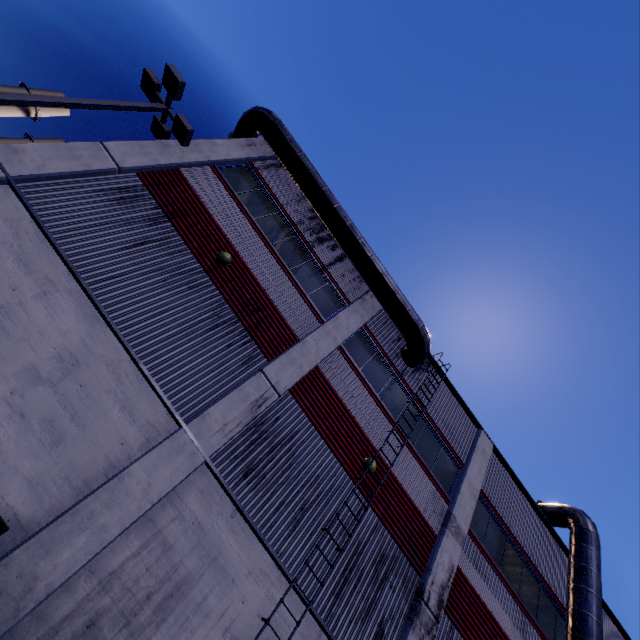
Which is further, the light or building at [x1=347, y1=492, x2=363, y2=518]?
building at [x1=347, y1=492, x2=363, y2=518]

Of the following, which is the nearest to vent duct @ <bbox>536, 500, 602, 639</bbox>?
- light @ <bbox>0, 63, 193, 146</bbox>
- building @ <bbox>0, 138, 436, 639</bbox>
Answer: building @ <bbox>0, 138, 436, 639</bbox>

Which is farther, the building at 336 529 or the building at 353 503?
the building at 353 503

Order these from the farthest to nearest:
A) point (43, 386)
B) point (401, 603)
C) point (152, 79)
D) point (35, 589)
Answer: point (152, 79) → point (401, 603) → point (43, 386) → point (35, 589)

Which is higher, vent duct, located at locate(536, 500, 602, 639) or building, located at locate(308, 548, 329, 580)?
vent duct, located at locate(536, 500, 602, 639)

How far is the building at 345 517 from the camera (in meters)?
8.99

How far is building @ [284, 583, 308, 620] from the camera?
7.4 meters
